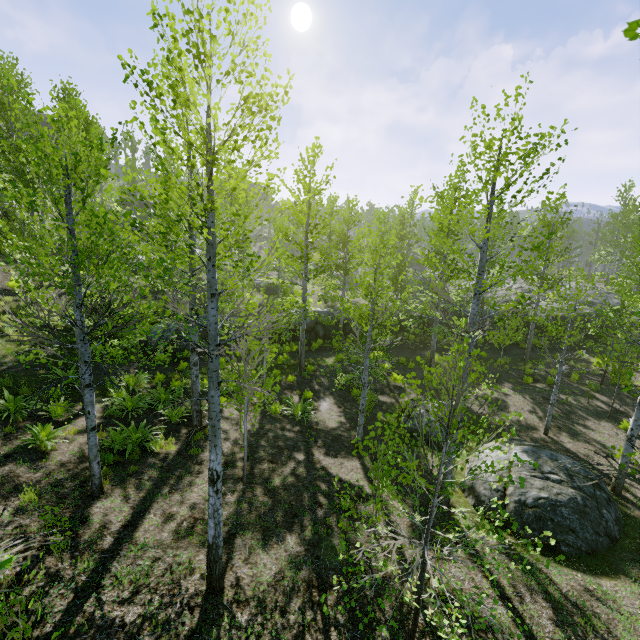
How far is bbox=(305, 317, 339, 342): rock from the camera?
24.0 meters

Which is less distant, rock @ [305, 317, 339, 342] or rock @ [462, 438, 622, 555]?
rock @ [462, 438, 622, 555]

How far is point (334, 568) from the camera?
6.3m

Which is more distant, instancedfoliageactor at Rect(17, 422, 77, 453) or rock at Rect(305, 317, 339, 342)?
rock at Rect(305, 317, 339, 342)

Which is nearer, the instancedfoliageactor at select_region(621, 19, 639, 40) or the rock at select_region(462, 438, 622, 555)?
the instancedfoliageactor at select_region(621, 19, 639, 40)

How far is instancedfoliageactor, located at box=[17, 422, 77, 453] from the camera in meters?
8.0 m

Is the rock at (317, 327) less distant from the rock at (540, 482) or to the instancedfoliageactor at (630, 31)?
the instancedfoliageactor at (630, 31)
